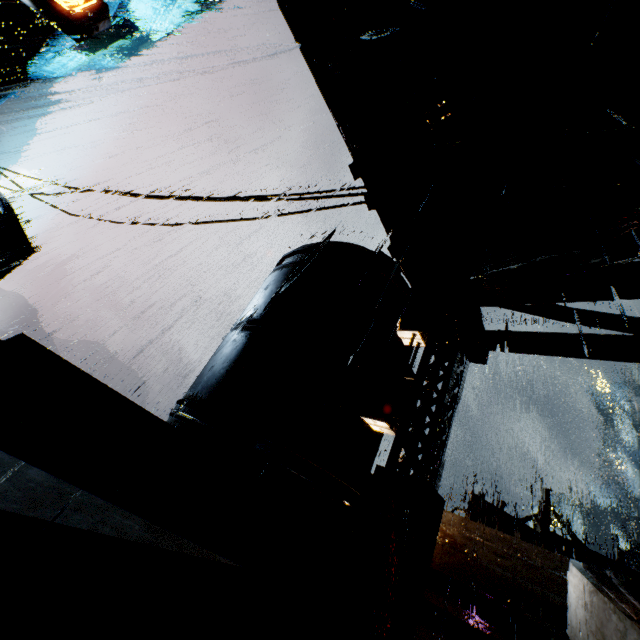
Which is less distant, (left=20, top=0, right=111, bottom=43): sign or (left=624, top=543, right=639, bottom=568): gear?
(left=20, top=0, right=111, bottom=43): sign

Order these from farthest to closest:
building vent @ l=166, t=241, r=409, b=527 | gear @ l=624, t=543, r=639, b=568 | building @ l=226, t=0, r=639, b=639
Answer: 1. gear @ l=624, t=543, r=639, b=568
2. building vent @ l=166, t=241, r=409, b=527
3. building @ l=226, t=0, r=639, b=639

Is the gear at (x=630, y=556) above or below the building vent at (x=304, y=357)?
above

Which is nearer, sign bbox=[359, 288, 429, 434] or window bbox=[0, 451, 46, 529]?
window bbox=[0, 451, 46, 529]

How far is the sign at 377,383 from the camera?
5.91m

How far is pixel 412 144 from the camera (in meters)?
3.52

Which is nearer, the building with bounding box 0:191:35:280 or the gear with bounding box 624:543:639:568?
the gear with bounding box 624:543:639:568

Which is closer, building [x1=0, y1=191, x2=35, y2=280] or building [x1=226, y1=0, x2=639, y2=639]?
building [x1=226, y1=0, x2=639, y2=639]
